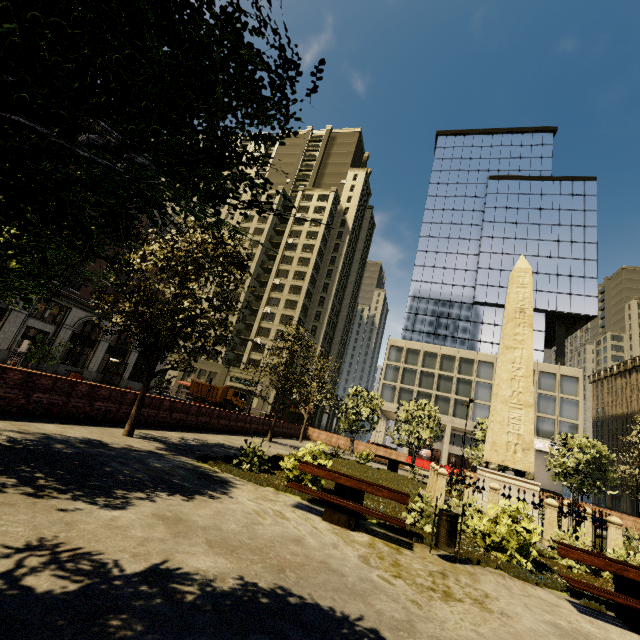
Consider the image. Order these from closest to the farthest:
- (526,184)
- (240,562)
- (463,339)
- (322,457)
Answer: (240,562), (322,457), (463,339), (526,184)

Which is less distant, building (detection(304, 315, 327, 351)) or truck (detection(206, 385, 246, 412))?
truck (detection(206, 385, 246, 412))

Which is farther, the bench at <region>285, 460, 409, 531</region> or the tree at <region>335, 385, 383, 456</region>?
the tree at <region>335, 385, 383, 456</region>

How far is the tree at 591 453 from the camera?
21.56m

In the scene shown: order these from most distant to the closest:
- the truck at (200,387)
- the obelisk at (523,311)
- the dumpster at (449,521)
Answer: the truck at (200,387) < the obelisk at (523,311) < the dumpster at (449,521)

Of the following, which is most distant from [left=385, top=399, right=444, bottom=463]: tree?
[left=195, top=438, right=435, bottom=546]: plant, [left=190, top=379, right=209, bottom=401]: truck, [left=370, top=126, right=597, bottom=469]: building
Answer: [left=190, top=379, right=209, bottom=401]: truck

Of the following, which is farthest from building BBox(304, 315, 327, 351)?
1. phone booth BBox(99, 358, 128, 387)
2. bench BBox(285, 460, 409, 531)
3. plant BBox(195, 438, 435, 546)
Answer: bench BBox(285, 460, 409, 531)

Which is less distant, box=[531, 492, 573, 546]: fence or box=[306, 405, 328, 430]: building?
box=[531, 492, 573, 546]: fence
